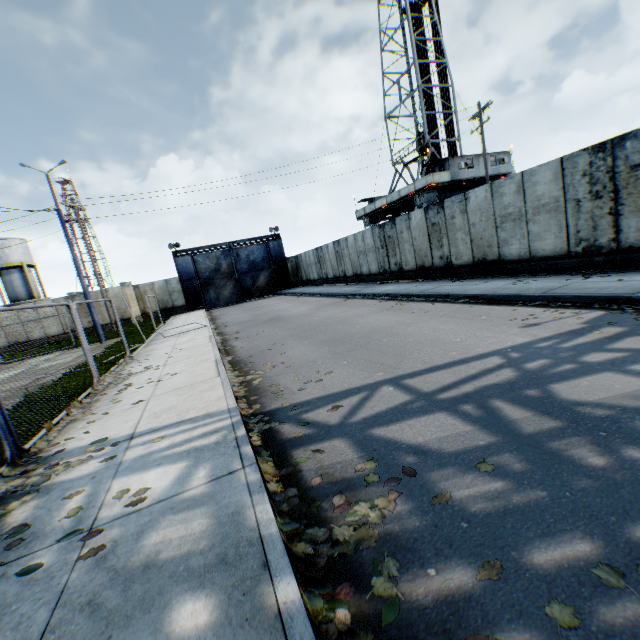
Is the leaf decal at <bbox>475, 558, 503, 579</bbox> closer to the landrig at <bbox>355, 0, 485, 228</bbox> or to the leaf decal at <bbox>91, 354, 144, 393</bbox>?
the leaf decal at <bbox>91, 354, 144, 393</bbox>

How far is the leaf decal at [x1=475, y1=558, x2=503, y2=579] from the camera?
1.92m

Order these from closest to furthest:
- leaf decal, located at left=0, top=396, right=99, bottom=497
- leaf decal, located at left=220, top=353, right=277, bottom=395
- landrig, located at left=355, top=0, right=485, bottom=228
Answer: leaf decal, located at left=0, top=396, right=99, bottom=497
leaf decal, located at left=220, top=353, right=277, bottom=395
landrig, located at left=355, top=0, right=485, bottom=228

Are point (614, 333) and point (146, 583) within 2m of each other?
no

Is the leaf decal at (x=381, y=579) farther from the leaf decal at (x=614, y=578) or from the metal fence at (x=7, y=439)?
the metal fence at (x=7, y=439)

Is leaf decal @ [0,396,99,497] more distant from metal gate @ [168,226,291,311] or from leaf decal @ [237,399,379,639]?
metal gate @ [168,226,291,311]

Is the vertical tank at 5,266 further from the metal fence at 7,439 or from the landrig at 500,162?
the landrig at 500,162

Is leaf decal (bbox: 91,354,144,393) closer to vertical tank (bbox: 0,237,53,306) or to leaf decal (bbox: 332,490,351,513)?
leaf decal (bbox: 332,490,351,513)
